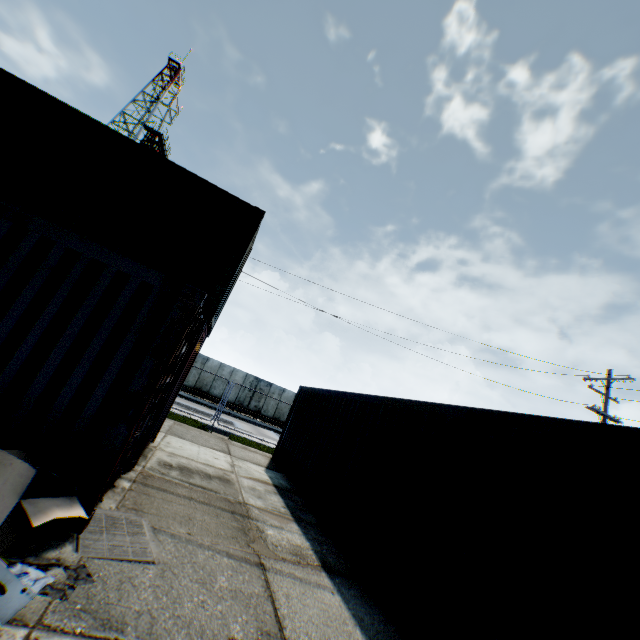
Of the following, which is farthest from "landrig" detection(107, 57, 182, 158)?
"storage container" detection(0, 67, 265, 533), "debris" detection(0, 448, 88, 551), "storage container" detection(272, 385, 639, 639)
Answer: "debris" detection(0, 448, 88, 551)

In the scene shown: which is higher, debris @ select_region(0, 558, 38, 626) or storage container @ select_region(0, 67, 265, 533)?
storage container @ select_region(0, 67, 265, 533)

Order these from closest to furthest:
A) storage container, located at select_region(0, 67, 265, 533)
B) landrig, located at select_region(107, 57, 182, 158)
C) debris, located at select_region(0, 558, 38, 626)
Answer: debris, located at select_region(0, 558, 38, 626) → storage container, located at select_region(0, 67, 265, 533) → landrig, located at select_region(107, 57, 182, 158)

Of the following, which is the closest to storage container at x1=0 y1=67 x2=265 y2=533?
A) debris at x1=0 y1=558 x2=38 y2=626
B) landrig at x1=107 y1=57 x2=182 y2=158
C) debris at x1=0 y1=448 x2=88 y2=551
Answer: debris at x1=0 y1=448 x2=88 y2=551

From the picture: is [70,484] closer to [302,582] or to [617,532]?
[302,582]

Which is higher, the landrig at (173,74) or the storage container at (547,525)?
the landrig at (173,74)

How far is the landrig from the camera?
36.9 meters

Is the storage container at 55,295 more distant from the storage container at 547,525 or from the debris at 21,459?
the storage container at 547,525
